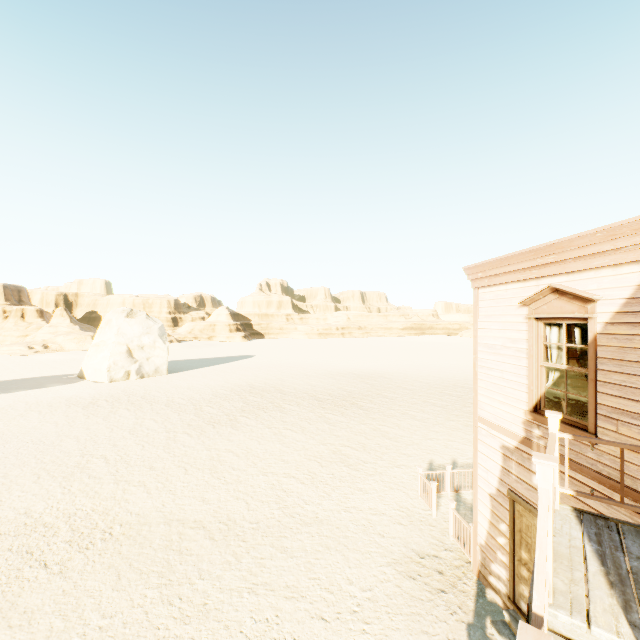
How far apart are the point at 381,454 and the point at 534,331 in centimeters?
1009cm

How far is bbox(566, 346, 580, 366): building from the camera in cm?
745

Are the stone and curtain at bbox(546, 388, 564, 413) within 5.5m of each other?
no

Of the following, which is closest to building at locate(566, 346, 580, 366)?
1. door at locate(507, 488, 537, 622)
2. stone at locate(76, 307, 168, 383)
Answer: door at locate(507, 488, 537, 622)

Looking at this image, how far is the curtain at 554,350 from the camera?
5.4 meters

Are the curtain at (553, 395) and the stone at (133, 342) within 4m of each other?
no

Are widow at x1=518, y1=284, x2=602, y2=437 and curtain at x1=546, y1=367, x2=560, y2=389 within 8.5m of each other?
yes

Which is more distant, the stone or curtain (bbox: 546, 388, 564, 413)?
the stone
